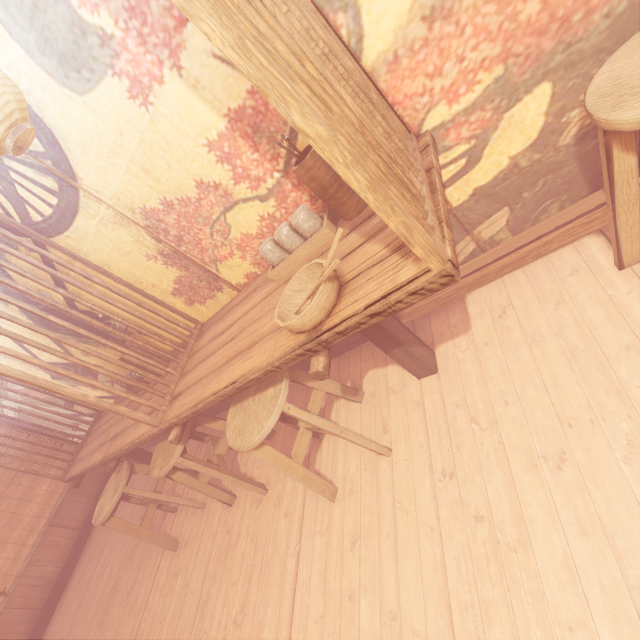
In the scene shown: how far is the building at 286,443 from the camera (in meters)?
4.35

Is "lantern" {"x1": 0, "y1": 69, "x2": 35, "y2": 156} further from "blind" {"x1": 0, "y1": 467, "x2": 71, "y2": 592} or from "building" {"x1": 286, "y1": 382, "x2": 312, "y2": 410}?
"blind" {"x1": 0, "y1": 467, "x2": 71, "y2": 592}

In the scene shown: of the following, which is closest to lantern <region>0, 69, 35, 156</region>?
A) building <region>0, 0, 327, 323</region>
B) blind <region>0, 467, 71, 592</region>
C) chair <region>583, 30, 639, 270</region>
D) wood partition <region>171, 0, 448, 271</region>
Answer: building <region>0, 0, 327, 323</region>

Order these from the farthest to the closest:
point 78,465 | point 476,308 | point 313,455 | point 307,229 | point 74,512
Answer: point 74,512, point 78,465, point 313,455, point 476,308, point 307,229

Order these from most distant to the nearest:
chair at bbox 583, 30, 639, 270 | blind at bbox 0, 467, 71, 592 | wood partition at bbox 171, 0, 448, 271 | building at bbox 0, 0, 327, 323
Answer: blind at bbox 0, 467, 71, 592 < building at bbox 0, 0, 327, 323 < chair at bbox 583, 30, 639, 270 < wood partition at bbox 171, 0, 448, 271

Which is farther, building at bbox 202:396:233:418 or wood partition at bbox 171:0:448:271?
building at bbox 202:396:233:418

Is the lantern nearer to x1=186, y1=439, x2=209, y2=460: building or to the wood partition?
x1=186, y1=439, x2=209, y2=460: building

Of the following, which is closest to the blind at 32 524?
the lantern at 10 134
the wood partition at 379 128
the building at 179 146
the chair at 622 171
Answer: the building at 179 146
